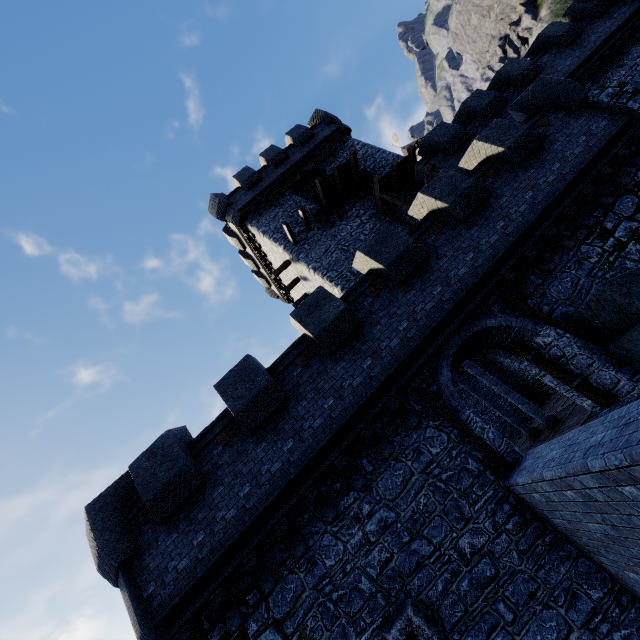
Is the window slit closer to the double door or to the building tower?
the building tower

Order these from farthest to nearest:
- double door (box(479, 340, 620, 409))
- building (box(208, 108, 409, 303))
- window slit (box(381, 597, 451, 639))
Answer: building (box(208, 108, 409, 303))
double door (box(479, 340, 620, 409))
window slit (box(381, 597, 451, 639))

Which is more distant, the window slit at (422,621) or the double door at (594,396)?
the double door at (594,396)

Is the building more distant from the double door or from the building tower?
the double door

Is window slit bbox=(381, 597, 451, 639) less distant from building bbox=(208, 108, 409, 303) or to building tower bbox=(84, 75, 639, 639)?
building tower bbox=(84, 75, 639, 639)

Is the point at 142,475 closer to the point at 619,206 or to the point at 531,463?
the point at 531,463

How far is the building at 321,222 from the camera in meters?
17.8
